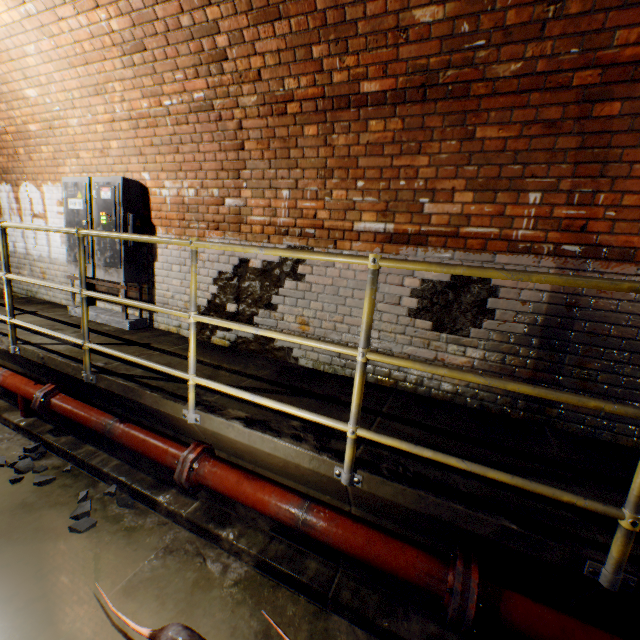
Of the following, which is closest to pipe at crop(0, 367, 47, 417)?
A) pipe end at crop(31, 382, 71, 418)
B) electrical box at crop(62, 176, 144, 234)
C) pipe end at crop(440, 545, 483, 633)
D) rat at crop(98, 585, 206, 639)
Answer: pipe end at crop(31, 382, 71, 418)

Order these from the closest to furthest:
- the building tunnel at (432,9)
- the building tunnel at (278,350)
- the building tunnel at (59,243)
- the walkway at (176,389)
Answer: the walkway at (176,389) < the building tunnel at (432,9) < the building tunnel at (278,350) < the building tunnel at (59,243)

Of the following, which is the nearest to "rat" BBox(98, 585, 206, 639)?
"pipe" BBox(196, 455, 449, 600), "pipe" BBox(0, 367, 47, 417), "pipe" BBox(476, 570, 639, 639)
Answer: "pipe" BBox(196, 455, 449, 600)

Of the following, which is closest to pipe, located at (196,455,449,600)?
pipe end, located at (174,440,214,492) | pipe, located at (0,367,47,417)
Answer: pipe end, located at (174,440,214,492)

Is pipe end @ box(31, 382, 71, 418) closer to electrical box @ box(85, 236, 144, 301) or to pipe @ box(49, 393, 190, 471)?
pipe @ box(49, 393, 190, 471)

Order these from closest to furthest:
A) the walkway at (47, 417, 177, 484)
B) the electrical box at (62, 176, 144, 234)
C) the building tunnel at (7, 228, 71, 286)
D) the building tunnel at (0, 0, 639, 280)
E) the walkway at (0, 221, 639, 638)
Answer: the walkway at (0, 221, 639, 638) < the building tunnel at (0, 0, 639, 280) < the walkway at (47, 417, 177, 484) < the electrical box at (62, 176, 144, 234) < the building tunnel at (7, 228, 71, 286)

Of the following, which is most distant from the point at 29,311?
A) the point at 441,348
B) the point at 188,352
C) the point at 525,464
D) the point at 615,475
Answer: the point at 615,475

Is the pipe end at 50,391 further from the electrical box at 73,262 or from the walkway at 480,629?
the electrical box at 73,262
